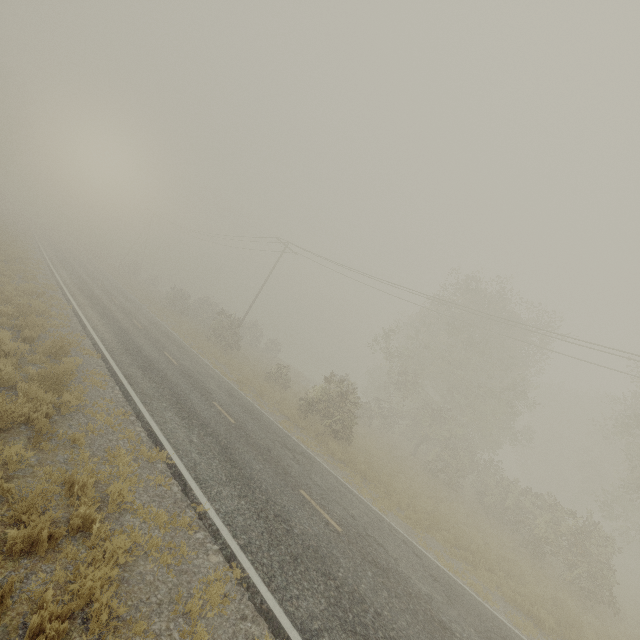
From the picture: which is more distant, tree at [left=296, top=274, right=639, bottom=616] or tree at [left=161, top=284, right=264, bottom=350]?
tree at [left=161, top=284, right=264, bottom=350]

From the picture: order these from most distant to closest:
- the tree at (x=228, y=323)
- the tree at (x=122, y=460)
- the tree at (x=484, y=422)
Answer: the tree at (x=228, y=323)
the tree at (x=484, y=422)
the tree at (x=122, y=460)

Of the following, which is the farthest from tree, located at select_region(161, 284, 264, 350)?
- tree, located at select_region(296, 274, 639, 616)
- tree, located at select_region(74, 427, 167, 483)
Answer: A: tree, located at select_region(296, 274, 639, 616)

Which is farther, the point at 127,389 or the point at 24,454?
the point at 127,389

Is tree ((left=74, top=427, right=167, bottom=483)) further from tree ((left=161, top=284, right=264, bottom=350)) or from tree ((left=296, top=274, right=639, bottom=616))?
tree ((left=296, top=274, right=639, bottom=616))

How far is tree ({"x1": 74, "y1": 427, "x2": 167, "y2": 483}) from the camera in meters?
6.7 m

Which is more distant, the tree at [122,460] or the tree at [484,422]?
the tree at [484,422]
